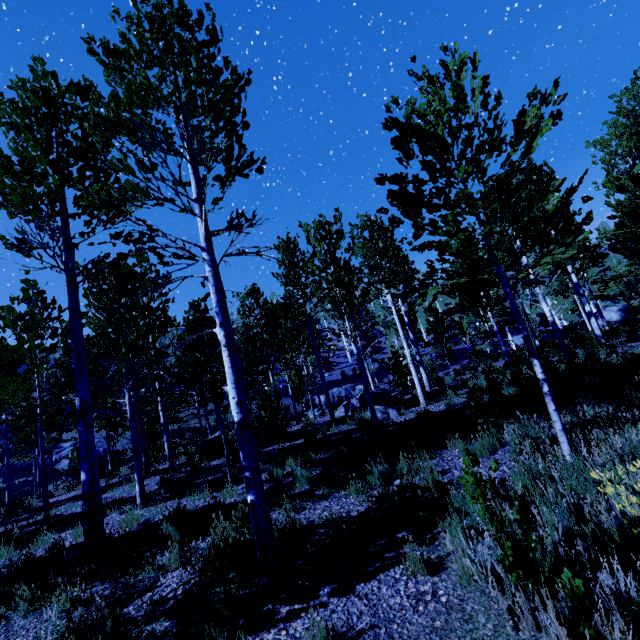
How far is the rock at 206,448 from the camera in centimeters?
1289cm

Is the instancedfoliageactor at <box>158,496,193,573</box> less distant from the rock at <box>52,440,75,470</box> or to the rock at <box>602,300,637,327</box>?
the rock at <box>52,440,75,470</box>

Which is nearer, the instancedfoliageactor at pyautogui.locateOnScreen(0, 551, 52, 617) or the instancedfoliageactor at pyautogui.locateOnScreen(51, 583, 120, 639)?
the instancedfoliageactor at pyautogui.locateOnScreen(51, 583, 120, 639)

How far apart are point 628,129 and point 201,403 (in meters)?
32.75

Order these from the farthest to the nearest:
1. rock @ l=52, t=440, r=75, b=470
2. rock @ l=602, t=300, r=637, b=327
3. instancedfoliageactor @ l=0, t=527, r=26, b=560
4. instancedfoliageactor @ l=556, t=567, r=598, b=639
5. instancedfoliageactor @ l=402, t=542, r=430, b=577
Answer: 1. rock @ l=52, t=440, r=75, b=470
2. rock @ l=602, t=300, r=637, b=327
3. instancedfoliageactor @ l=0, t=527, r=26, b=560
4. instancedfoliageactor @ l=402, t=542, r=430, b=577
5. instancedfoliageactor @ l=556, t=567, r=598, b=639

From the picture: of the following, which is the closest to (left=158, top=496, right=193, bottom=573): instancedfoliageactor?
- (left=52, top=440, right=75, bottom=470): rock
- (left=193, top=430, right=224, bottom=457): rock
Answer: (left=52, top=440, right=75, bottom=470): rock

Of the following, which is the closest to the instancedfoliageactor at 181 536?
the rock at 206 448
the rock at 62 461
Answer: the rock at 62 461

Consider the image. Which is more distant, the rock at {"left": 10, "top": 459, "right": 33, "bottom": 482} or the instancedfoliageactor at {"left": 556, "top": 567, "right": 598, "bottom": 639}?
the rock at {"left": 10, "top": 459, "right": 33, "bottom": 482}
